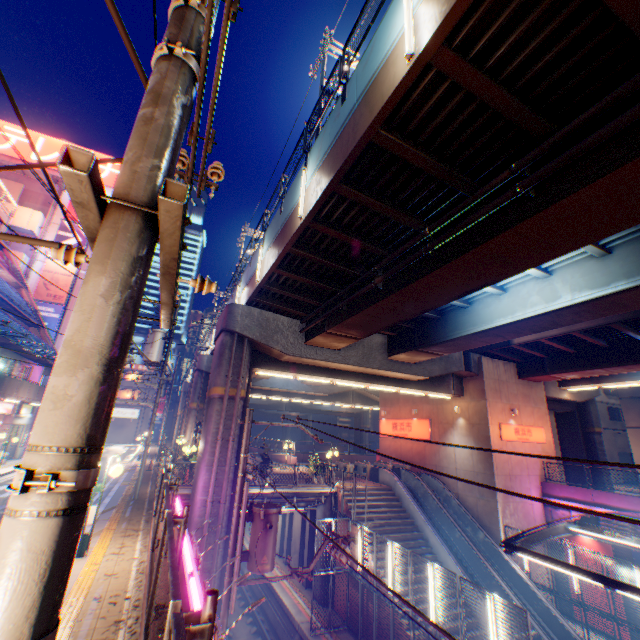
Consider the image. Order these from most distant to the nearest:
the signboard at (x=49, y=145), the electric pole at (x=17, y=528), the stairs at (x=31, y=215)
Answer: the signboard at (x=49, y=145)
the stairs at (x=31, y=215)
the electric pole at (x=17, y=528)

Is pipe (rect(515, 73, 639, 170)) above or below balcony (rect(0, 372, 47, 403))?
above

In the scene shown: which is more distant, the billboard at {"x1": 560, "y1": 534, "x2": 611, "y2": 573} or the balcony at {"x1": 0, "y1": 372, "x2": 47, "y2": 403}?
the balcony at {"x1": 0, "y1": 372, "x2": 47, "y2": 403}

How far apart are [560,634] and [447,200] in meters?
20.6 m

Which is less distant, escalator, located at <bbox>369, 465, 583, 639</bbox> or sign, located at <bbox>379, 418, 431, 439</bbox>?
escalator, located at <bbox>369, 465, 583, 639</bbox>

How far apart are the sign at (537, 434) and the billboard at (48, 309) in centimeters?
3828cm

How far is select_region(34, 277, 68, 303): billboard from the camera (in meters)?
30.92

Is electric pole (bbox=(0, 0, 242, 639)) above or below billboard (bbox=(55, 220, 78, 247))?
below
